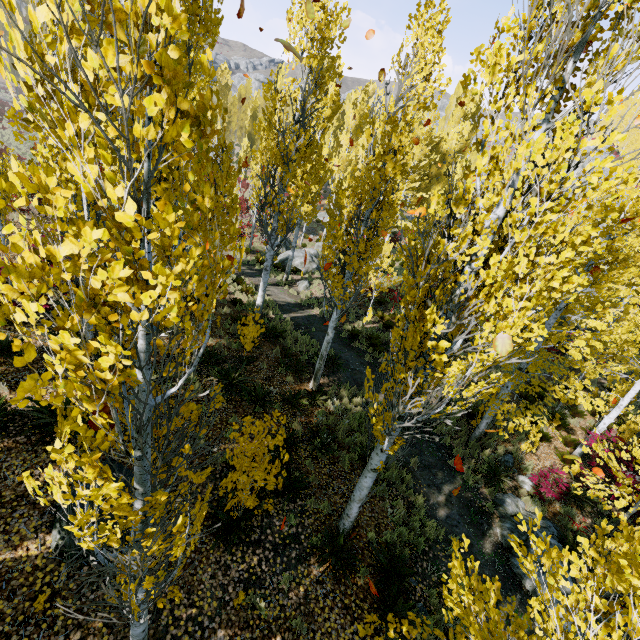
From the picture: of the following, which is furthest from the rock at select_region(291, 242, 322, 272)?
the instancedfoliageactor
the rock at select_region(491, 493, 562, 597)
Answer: the rock at select_region(491, 493, 562, 597)

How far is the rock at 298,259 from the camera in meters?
23.3

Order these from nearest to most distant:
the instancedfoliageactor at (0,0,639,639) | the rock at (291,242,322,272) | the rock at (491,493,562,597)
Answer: the instancedfoliageactor at (0,0,639,639) < the rock at (491,493,562,597) < the rock at (291,242,322,272)

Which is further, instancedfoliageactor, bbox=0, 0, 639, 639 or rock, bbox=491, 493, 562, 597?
rock, bbox=491, 493, 562, 597

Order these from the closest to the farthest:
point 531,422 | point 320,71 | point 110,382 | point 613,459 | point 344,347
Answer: point 110,382 → point 613,459 → point 320,71 → point 531,422 → point 344,347

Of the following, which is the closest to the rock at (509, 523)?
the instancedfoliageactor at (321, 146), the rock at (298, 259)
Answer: the instancedfoliageactor at (321, 146)

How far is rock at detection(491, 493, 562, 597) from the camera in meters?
7.3 m
